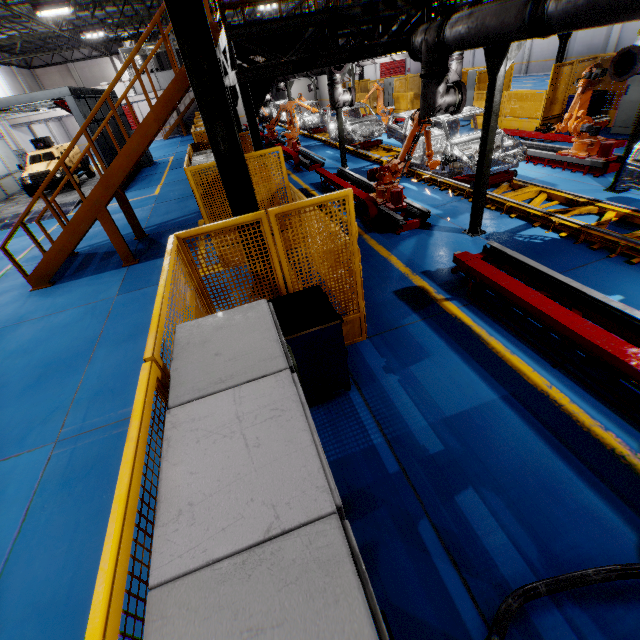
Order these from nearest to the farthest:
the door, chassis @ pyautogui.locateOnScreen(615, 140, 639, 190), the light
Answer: chassis @ pyautogui.locateOnScreen(615, 140, 639, 190) → the light → the door

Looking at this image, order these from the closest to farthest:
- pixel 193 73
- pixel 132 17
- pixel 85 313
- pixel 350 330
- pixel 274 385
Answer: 1. pixel 274 385
2. pixel 193 73
3. pixel 350 330
4. pixel 85 313
5. pixel 132 17

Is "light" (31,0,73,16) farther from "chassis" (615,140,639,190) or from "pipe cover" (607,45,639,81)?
"pipe cover" (607,45,639,81)

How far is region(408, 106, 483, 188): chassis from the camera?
8.59m

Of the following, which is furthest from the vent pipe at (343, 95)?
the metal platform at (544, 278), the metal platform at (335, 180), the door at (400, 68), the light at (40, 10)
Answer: the door at (400, 68)

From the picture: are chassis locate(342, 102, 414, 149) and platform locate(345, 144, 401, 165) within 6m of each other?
yes

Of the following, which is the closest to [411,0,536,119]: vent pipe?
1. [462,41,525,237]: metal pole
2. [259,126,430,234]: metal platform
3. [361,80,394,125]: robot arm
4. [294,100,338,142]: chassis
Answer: → [462,41,525,237]: metal pole

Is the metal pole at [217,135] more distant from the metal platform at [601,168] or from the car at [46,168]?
the car at [46,168]
